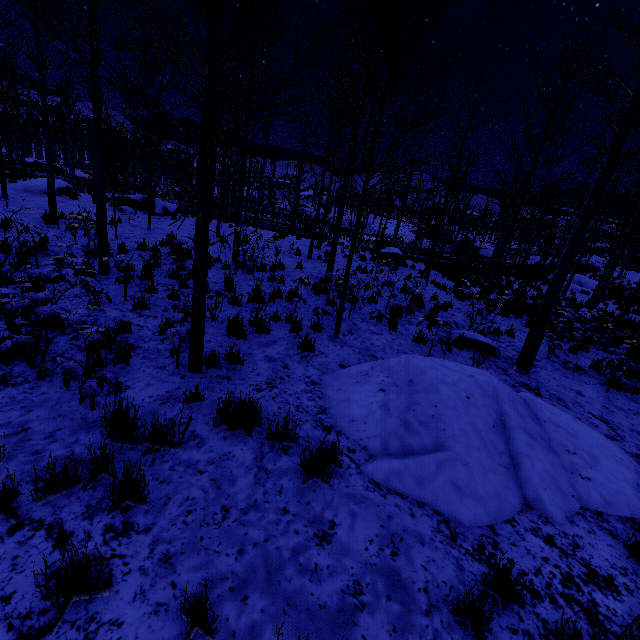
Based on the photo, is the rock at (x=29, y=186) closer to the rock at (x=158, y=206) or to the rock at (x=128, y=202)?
the rock at (x=128, y=202)

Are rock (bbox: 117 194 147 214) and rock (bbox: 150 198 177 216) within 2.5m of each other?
yes

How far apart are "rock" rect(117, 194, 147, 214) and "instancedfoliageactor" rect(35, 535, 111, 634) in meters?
19.6

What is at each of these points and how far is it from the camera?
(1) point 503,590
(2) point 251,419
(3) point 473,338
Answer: (1) instancedfoliageactor, 2.5m
(2) instancedfoliageactor, 3.8m
(3) rock, 7.9m

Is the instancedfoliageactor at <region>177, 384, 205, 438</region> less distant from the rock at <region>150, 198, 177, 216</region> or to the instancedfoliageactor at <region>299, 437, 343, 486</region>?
the rock at <region>150, 198, 177, 216</region>

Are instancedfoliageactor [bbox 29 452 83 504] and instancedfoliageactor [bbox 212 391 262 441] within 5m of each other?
yes

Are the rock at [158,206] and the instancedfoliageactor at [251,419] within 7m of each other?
no

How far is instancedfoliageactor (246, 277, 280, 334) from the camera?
6.34m
